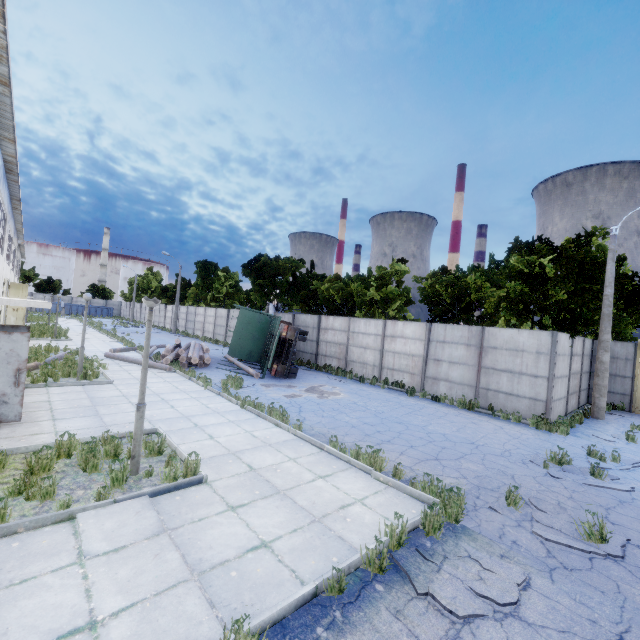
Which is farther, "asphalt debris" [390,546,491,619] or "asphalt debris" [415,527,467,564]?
"asphalt debris" [415,527,467,564]

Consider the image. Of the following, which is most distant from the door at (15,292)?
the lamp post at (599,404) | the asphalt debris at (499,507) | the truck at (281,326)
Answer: the lamp post at (599,404)

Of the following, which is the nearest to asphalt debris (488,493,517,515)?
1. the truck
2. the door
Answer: the truck

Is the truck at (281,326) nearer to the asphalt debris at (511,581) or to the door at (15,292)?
the asphalt debris at (511,581)

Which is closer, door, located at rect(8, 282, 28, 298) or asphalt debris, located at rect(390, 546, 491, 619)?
asphalt debris, located at rect(390, 546, 491, 619)

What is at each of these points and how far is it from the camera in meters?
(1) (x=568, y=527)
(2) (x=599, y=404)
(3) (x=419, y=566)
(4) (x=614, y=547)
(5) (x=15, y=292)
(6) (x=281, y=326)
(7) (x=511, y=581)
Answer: (1) asphalt debris, 5.7 m
(2) lamp post, 14.7 m
(3) asphalt debris, 4.3 m
(4) asphalt debris, 5.1 m
(5) door, 22.6 m
(6) truck, 18.2 m
(7) asphalt debris, 4.2 m

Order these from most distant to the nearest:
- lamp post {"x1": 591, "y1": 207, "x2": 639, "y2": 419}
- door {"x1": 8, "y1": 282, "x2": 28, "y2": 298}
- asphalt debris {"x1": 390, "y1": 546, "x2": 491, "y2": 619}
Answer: door {"x1": 8, "y1": 282, "x2": 28, "y2": 298} → lamp post {"x1": 591, "y1": 207, "x2": 639, "y2": 419} → asphalt debris {"x1": 390, "y1": 546, "x2": 491, "y2": 619}

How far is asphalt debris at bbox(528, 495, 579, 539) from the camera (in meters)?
5.56
